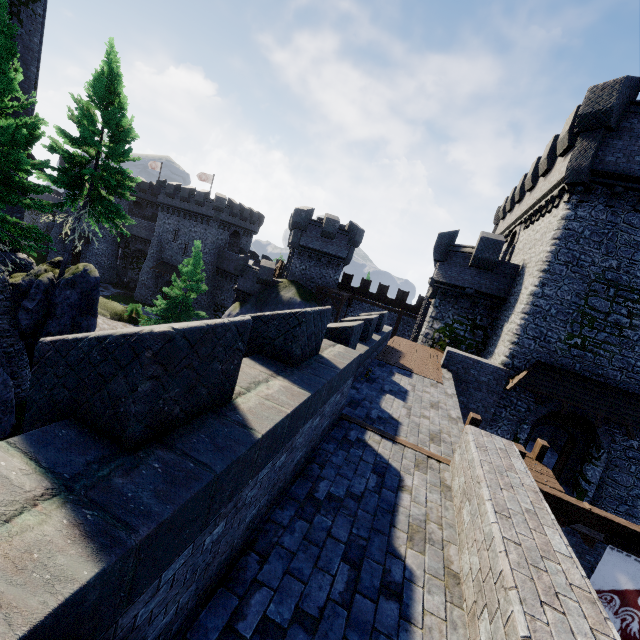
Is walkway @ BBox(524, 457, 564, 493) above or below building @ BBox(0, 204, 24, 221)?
below

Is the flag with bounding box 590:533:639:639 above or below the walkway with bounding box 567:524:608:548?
above

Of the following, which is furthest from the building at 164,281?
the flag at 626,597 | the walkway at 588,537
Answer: the flag at 626,597

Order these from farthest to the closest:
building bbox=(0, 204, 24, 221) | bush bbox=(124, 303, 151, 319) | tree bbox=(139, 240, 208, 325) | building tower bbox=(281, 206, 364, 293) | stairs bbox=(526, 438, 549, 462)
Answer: bush bbox=(124, 303, 151, 319)
building tower bbox=(281, 206, 364, 293)
tree bbox=(139, 240, 208, 325)
building bbox=(0, 204, 24, 221)
stairs bbox=(526, 438, 549, 462)

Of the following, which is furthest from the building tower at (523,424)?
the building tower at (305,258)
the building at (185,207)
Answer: the building at (185,207)

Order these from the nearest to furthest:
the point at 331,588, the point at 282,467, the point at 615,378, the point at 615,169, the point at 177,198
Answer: the point at 331,588
the point at 282,467
the point at 615,169
the point at 615,378
the point at 177,198

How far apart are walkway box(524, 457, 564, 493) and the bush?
32.62m

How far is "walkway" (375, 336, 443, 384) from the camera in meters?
14.2
